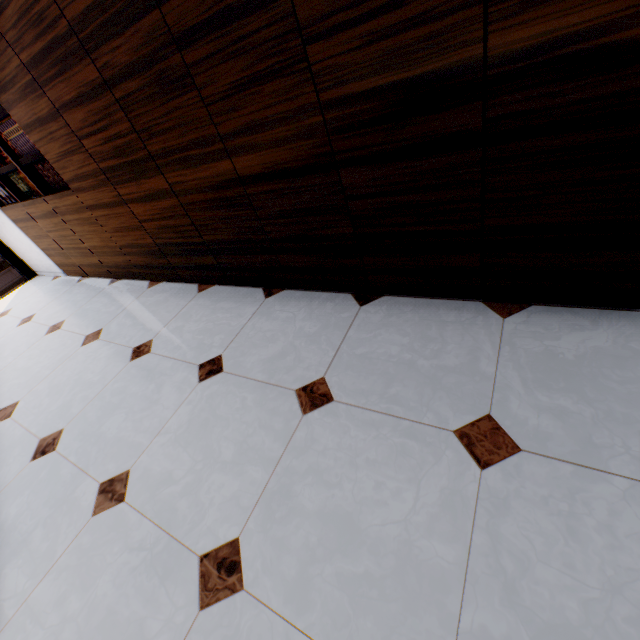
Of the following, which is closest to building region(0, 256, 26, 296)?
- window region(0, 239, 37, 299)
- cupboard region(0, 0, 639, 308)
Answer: window region(0, 239, 37, 299)

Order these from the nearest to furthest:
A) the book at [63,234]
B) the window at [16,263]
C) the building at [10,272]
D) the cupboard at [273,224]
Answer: the cupboard at [273,224], the book at [63,234], the window at [16,263], the building at [10,272]

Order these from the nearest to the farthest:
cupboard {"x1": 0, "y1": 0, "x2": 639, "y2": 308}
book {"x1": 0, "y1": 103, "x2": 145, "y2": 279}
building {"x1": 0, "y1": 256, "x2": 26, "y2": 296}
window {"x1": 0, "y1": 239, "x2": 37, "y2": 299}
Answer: cupboard {"x1": 0, "y1": 0, "x2": 639, "y2": 308} → book {"x1": 0, "y1": 103, "x2": 145, "y2": 279} → window {"x1": 0, "y1": 239, "x2": 37, "y2": 299} → building {"x1": 0, "y1": 256, "x2": 26, "y2": 296}

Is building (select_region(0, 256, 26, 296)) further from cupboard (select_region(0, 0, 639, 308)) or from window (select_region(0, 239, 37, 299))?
cupboard (select_region(0, 0, 639, 308))

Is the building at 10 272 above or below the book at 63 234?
below

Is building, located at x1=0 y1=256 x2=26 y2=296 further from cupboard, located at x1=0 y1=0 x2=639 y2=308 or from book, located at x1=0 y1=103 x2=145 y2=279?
cupboard, located at x1=0 y1=0 x2=639 y2=308

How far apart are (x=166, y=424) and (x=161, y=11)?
1.9m

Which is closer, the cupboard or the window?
the cupboard
